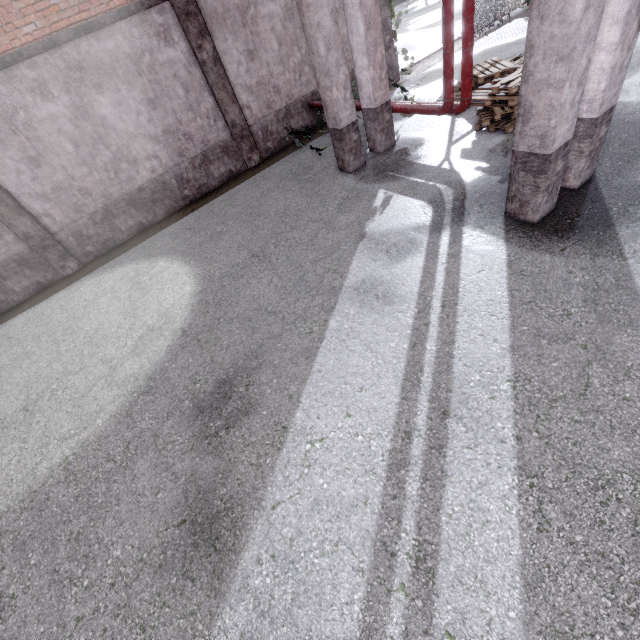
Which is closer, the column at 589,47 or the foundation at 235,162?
the column at 589,47

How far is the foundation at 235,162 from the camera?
8.44m

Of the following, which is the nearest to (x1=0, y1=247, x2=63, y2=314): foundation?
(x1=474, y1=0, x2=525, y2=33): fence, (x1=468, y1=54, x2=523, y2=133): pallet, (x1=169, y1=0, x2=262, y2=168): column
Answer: (x1=169, y1=0, x2=262, y2=168): column

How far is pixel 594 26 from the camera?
→ 3.3 meters

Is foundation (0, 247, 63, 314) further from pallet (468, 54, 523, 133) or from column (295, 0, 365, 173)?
pallet (468, 54, 523, 133)

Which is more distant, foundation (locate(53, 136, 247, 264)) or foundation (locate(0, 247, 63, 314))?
foundation (locate(53, 136, 247, 264))

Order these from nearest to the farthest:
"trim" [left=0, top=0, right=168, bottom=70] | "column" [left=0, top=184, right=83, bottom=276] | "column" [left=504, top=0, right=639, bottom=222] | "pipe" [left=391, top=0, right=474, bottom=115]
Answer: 1. "column" [left=504, top=0, right=639, bottom=222]
2. "pipe" [left=391, top=0, right=474, bottom=115]
3. "trim" [left=0, top=0, right=168, bottom=70]
4. "column" [left=0, top=184, right=83, bottom=276]

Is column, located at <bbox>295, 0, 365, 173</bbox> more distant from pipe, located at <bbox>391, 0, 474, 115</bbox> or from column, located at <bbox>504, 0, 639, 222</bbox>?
column, located at <bbox>504, 0, 639, 222</bbox>
